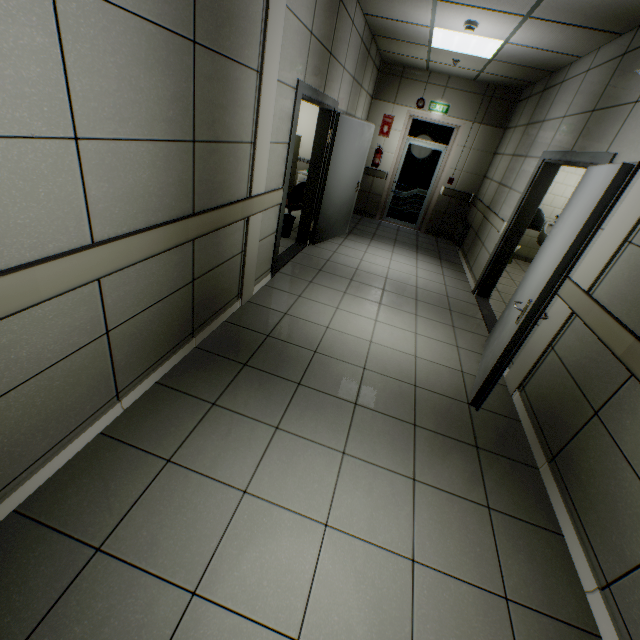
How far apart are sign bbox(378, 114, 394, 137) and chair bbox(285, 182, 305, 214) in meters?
3.0

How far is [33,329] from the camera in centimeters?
140cm

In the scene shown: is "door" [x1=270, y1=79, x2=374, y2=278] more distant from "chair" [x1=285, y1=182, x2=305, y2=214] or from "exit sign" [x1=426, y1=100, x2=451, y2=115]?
"exit sign" [x1=426, y1=100, x2=451, y2=115]

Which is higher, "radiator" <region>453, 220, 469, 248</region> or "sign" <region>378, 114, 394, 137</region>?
"sign" <region>378, 114, 394, 137</region>

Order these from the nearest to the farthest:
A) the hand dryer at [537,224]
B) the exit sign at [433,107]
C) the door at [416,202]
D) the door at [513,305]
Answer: the door at [513,305] → the hand dryer at [537,224] → the exit sign at [433,107] → the door at [416,202]

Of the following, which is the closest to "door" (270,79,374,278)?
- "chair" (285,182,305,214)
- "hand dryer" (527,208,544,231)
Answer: "chair" (285,182,305,214)

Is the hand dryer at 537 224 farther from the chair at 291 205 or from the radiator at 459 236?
the chair at 291 205

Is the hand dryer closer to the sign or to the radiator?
the radiator
